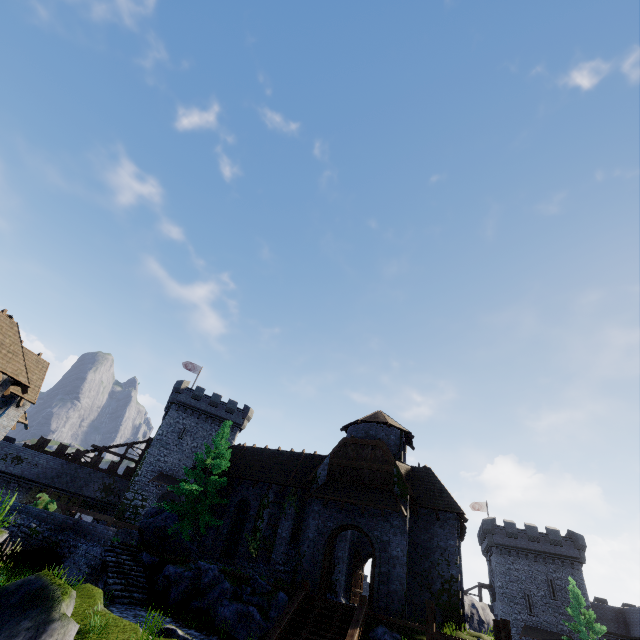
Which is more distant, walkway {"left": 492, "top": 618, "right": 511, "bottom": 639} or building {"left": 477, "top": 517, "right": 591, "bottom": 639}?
building {"left": 477, "top": 517, "right": 591, "bottom": 639}

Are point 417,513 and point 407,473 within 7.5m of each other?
yes

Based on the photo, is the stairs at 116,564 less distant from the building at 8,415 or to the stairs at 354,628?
the stairs at 354,628

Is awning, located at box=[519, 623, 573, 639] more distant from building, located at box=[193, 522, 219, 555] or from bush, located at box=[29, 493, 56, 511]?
bush, located at box=[29, 493, 56, 511]

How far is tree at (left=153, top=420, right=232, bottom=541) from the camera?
22.03m

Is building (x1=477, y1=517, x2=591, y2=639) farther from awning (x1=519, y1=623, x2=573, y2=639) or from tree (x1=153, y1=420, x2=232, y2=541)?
tree (x1=153, y1=420, x2=232, y2=541)

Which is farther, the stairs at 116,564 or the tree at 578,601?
the tree at 578,601

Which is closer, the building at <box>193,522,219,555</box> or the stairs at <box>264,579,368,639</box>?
the stairs at <box>264,579,368,639</box>
